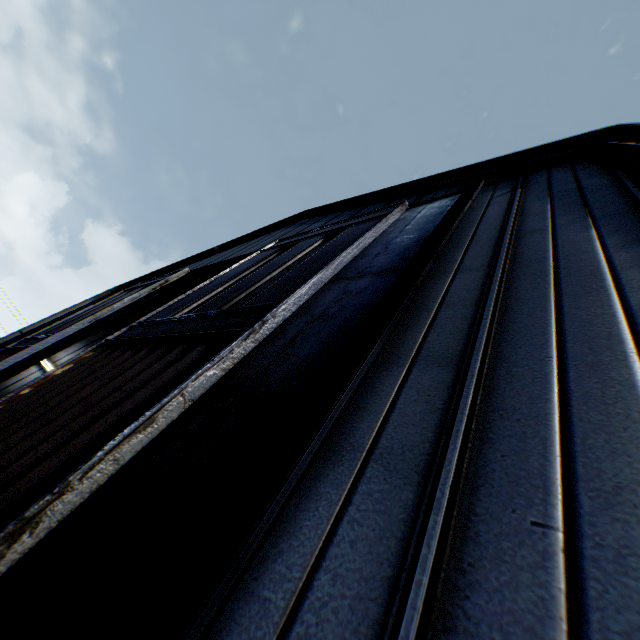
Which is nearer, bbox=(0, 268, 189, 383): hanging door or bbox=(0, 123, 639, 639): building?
bbox=(0, 123, 639, 639): building

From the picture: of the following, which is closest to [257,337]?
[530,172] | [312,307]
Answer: [312,307]

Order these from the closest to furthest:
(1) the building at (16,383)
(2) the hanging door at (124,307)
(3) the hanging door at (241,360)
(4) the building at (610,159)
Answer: (4) the building at (610,159) < (3) the hanging door at (241,360) < (2) the hanging door at (124,307) < (1) the building at (16,383)

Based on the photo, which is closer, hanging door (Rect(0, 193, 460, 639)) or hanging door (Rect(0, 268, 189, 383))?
hanging door (Rect(0, 193, 460, 639))

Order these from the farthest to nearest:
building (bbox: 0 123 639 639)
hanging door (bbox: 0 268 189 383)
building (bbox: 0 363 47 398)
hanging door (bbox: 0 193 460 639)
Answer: building (bbox: 0 363 47 398)
hanging door (bbox: 0 268 189 383)
hanging door (bbox: 0 193 460 639)
building (bbox: 0 123 639 639)

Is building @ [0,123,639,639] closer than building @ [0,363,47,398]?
Yes

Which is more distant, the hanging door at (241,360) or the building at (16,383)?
the building at (16,383)
